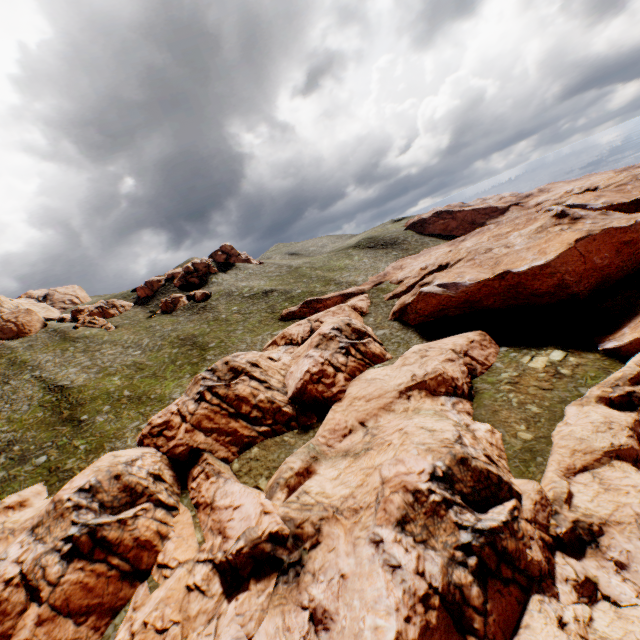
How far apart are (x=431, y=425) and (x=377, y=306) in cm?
3518
